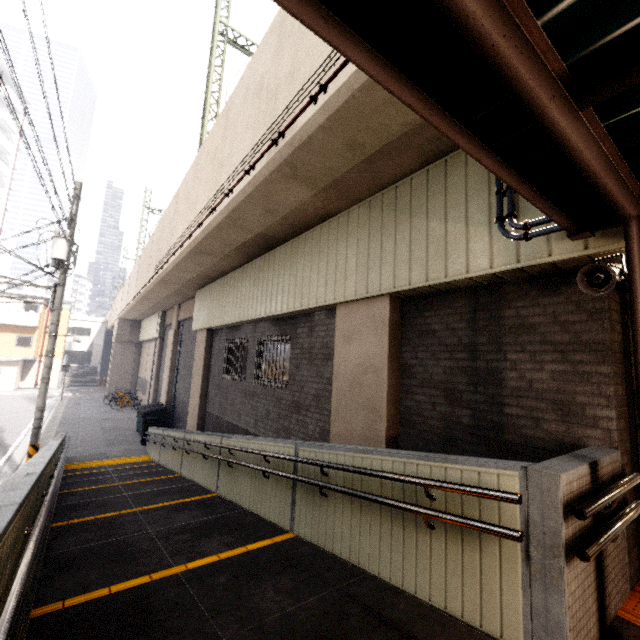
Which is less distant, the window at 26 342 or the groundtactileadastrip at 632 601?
the groundtactileadastrip at 632 601

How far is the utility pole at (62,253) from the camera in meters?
9.6

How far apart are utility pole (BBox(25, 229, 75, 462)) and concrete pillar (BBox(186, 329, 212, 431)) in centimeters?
420cm

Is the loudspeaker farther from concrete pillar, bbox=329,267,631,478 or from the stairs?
the stairs

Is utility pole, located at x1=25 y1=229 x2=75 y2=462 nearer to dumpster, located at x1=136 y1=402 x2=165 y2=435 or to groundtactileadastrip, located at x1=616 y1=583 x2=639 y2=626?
dumpster, located at x1=136 y1=402 x2=165 y2=435

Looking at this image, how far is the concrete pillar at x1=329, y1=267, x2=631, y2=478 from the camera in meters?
3.2 m

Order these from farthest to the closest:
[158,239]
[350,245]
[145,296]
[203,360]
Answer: [145,296] → [158,239] → [203,360] → [350,245]

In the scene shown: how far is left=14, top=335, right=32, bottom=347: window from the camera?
30.33m
